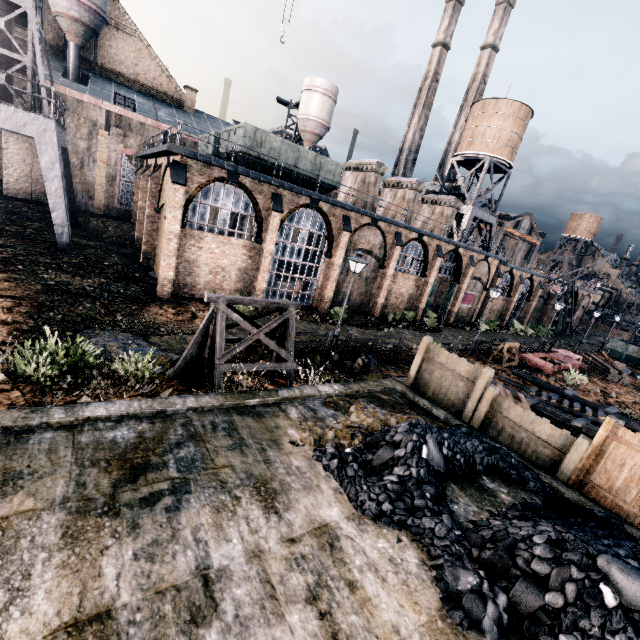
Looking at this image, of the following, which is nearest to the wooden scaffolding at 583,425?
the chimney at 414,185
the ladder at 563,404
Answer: the ladder at 563,404

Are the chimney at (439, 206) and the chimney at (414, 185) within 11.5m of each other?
yes

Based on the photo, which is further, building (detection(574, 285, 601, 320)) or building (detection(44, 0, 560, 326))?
building (detection(574, 285, 601, 320))

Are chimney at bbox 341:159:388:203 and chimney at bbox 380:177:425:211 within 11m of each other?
yes

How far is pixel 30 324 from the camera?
11.82m

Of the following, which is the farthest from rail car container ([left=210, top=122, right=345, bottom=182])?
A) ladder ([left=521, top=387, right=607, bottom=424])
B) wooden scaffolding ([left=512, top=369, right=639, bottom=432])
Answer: ladder ([left=521, top=387, right=607, bottom=424])

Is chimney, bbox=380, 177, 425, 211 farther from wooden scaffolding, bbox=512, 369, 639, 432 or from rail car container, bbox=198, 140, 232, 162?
wooden scaffolding, bbox=512, 369, 639, 432

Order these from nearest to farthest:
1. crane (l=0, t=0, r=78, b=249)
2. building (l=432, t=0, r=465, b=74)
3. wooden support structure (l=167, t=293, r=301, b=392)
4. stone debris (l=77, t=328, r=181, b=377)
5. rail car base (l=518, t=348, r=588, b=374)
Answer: wooden support structure (l=167, t=293, r=301, b=392) → stone debris (l=77, t=328, r=181, b=377) → crane (l=0, t=0, r=78, b=249) → rail car base (l=518, t=348, r=588, b=374) → building (l=432, t=0, r=465, b=74)
